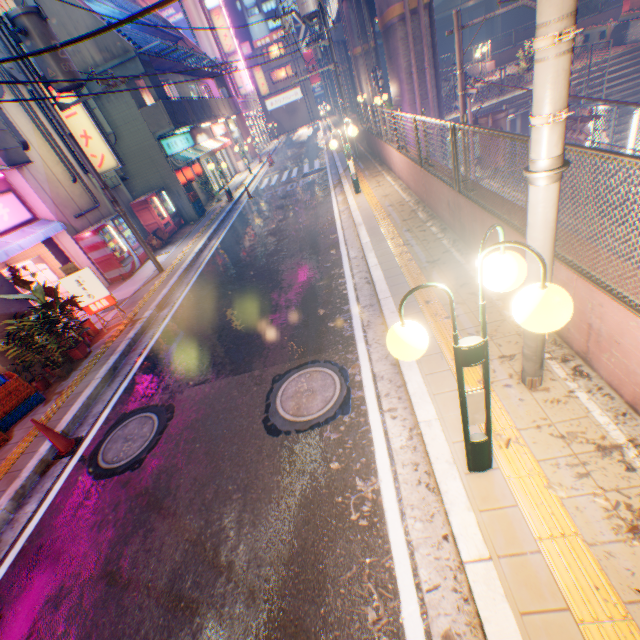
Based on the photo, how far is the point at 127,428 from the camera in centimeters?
571cm

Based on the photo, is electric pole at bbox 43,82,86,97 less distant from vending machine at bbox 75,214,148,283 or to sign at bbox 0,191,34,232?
vending machine at bbox 75,214,148,283

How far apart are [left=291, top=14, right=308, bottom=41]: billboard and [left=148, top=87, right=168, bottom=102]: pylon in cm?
4612

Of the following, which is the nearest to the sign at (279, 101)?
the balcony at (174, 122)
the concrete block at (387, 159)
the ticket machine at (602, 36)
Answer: the balcony at (174, 122)

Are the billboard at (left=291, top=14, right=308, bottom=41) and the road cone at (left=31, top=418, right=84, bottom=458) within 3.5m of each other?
no

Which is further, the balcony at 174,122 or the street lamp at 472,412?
the balcony at 174,122

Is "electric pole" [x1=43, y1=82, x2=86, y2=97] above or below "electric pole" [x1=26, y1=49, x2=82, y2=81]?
below

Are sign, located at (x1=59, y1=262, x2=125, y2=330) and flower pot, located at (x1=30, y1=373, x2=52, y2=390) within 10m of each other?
yes
